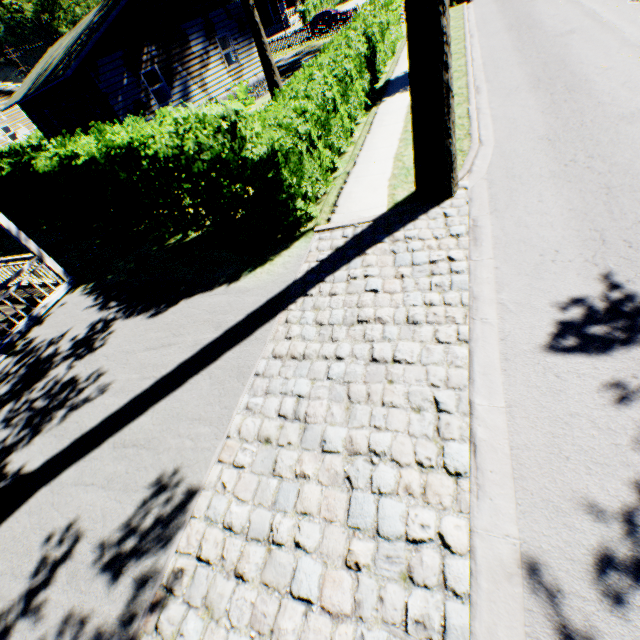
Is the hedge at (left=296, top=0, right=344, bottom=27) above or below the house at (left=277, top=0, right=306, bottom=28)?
below

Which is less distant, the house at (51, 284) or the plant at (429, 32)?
the plant at (429, 32)

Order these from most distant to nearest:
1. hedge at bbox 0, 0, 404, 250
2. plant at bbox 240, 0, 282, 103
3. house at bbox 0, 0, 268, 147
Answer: plant at bbox 240, 0, 282, 103 < house at bbox 0, 0, 268, 147 < hedge at bbox 0, 0, 404, 250

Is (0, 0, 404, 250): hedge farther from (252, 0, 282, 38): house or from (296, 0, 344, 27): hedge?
(252, 0, 282, 38): house

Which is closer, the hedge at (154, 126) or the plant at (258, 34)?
the hedge at (154, 126)

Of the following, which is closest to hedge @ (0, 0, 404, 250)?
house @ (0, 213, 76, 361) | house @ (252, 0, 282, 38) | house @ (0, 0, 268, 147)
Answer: house @ (0, 213, 76, 361)

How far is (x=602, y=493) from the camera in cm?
300

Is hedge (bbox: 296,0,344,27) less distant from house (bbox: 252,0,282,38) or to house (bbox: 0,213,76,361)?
house (bbox: 252,0,282,38)
